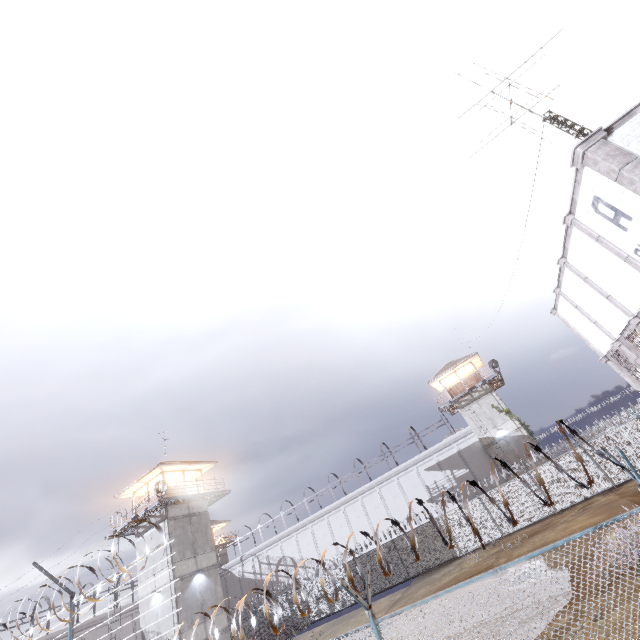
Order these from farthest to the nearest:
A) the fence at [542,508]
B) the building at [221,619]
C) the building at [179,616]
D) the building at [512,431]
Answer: the building at [512,431]
the building at [221,619]
the building at [179,616]
the fence at [542,508]

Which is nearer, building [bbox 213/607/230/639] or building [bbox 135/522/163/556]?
building [bbox 213/607/230/639]

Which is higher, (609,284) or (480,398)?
(480,398)

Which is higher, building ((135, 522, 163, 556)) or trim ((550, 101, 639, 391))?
building ((135, 522, 163, 556))

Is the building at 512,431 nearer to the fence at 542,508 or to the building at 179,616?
the fence at 542,508

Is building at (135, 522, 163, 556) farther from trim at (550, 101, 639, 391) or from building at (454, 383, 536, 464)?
trim at (550, 101, 639, 391)

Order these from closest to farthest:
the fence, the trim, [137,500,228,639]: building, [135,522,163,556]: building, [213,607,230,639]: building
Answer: the fence → the trim → [137,500,228,639]: building → [213,607,230,639]: building → [135,522,163,556]: building
